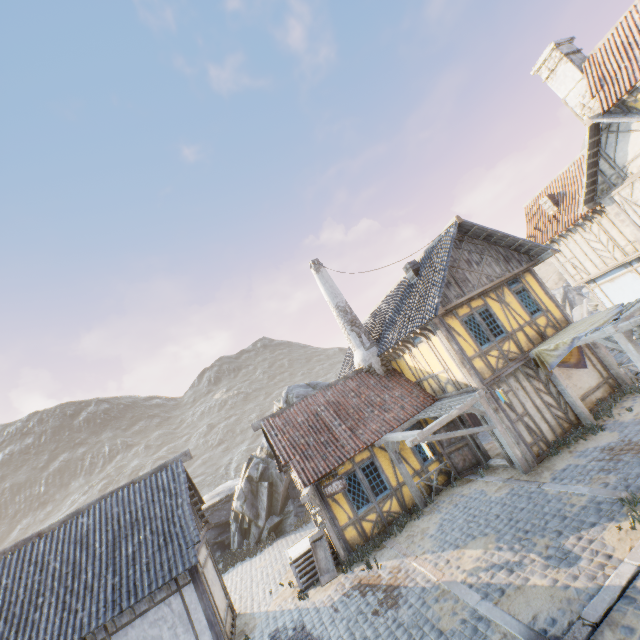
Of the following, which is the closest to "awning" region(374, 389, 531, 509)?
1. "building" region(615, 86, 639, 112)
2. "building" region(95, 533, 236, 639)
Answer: "building" region(95, 533, 236, 639)

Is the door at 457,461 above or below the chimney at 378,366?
below

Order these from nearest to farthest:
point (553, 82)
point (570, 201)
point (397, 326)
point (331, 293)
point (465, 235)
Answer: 1. point (465, 235)
2. point (397, 326)
3. point (553, 82)
4. point (331, 293)
5. point (570, 201)

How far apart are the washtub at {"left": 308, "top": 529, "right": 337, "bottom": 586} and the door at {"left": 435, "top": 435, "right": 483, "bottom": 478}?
5.52m

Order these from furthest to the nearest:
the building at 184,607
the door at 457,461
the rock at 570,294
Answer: the rock at 570,294, the door at 457,461, the building at 184,607

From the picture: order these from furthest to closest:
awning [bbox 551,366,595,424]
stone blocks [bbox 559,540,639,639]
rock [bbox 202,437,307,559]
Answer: rock [bbox 202,437,307,559]
awning [bbox 551,366,595,424]
stone blocks [bbox 559,540,639,639]

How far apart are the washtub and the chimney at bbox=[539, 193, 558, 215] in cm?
2061

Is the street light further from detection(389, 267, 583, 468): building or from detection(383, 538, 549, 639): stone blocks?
detection(389, 267, 583, 468): building
